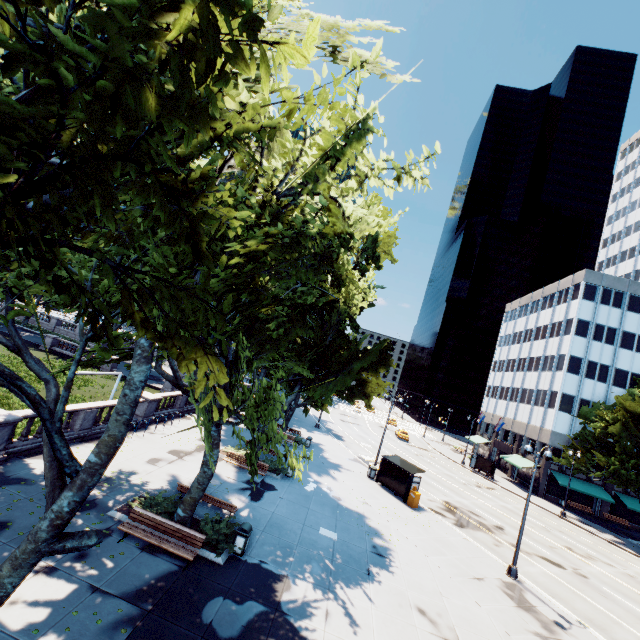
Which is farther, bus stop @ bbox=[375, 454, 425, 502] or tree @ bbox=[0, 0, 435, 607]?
bus stop @ bbox=[375, 454, 425, 502]

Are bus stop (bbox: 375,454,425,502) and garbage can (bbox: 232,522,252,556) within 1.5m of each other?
no

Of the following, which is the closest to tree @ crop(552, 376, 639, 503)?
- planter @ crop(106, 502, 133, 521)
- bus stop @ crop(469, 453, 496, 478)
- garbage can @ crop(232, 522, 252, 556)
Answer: planter @ crop(106, 502, 133, 521)

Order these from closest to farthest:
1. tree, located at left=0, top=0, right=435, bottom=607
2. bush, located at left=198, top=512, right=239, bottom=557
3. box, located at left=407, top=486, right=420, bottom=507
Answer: tree, located at left=0, top=0, right=435, bottom=607
bush, located at left=198, top=512, right=239, bottom=557
box, located at left=407, top=486, right=420, bottom=507

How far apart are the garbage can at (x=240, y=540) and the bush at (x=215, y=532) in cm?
1

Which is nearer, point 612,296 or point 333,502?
point 333,502

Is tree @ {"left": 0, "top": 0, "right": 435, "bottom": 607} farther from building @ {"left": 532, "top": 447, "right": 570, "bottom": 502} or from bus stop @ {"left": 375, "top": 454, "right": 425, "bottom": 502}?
bus stop @ {"left": 375, "top": 454, "right": 425, "bottom": 502}

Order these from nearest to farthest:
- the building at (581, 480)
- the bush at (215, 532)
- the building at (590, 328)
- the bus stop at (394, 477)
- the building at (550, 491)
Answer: the bush at (215, 532)
the bus stop at (394, 477)
the building at (581, 480)
the building at (550, 491)
the building at (590, 328)
